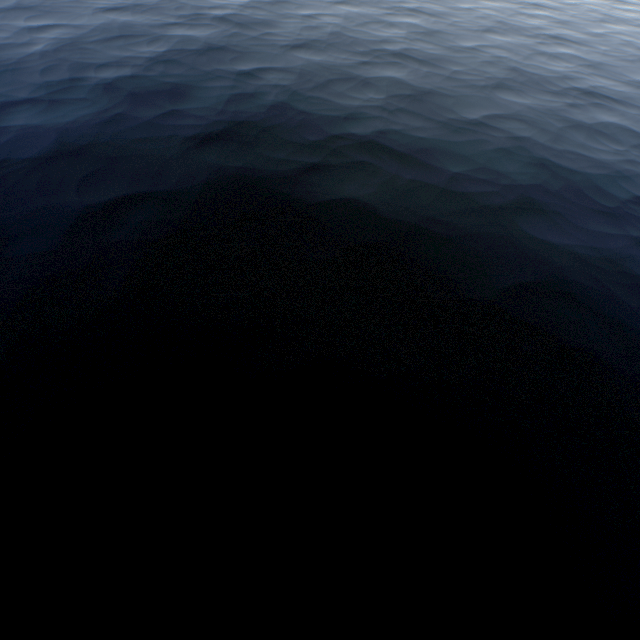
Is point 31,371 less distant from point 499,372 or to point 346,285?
point 346,285
